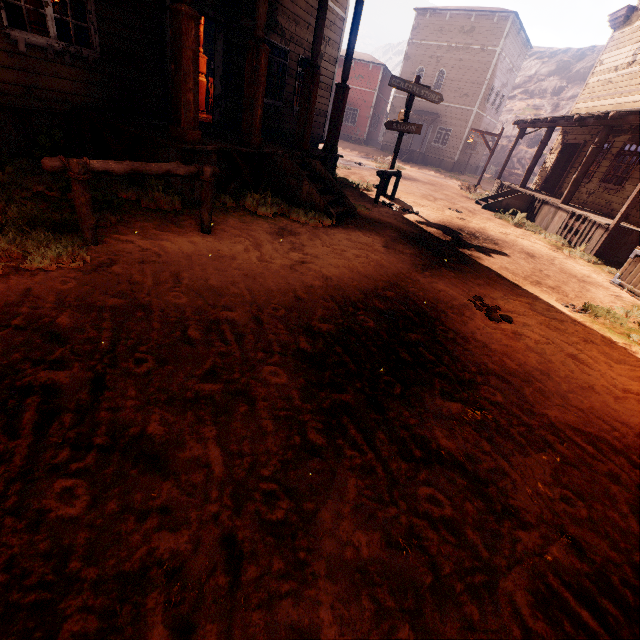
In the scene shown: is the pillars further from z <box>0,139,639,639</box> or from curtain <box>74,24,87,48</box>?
z <box>0,139,639,639</box>

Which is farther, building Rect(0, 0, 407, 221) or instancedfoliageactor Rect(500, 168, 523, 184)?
instancedfoliageactor Rect(500, 168, 523, 184)

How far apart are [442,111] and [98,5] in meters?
30.2

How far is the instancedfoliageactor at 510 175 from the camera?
32.9 meters

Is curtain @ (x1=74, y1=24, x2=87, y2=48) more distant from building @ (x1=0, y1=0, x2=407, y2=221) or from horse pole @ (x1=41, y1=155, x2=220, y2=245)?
horse pole @ (x1=41, y1=155, x2=220, y2=245)

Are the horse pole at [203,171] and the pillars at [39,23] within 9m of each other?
yes

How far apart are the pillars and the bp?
19.39m

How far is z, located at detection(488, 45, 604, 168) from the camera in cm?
4631
